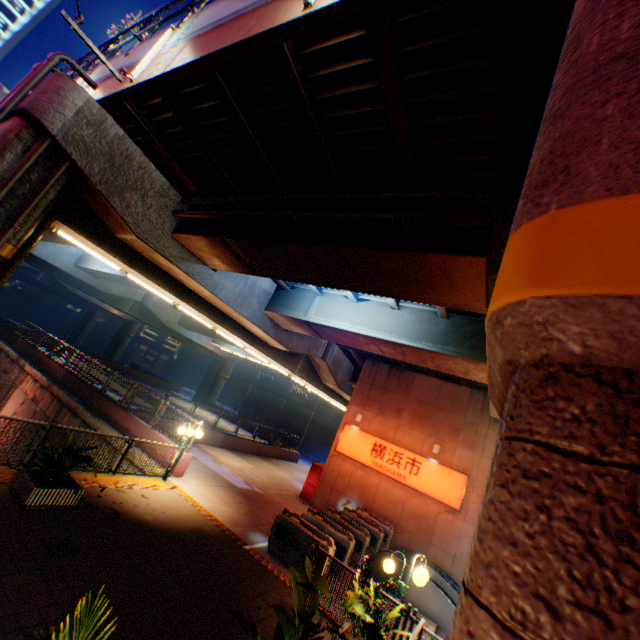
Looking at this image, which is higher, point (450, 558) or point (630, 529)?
point (630, 529)

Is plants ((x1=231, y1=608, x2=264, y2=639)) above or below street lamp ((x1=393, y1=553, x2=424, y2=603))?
below

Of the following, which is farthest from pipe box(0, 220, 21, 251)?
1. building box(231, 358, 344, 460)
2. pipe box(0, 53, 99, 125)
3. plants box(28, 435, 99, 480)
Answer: building box(231, 358, 344, 460)

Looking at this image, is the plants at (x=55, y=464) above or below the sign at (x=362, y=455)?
below

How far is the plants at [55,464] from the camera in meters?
7.2

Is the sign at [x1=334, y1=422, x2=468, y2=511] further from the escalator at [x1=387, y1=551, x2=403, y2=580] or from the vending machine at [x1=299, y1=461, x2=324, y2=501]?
the escalator at [x1=387, y1=551, x2=403, y2=580]

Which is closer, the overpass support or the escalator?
the overpass support

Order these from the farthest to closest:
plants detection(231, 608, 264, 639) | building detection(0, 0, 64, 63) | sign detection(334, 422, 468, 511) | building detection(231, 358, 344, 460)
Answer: building detection(0, 0, 64, 63) → building detection(231, 358, 344, 460) → sign detection(334, 422, 468, 511) → plants detection(231, 608, 264, 639)
